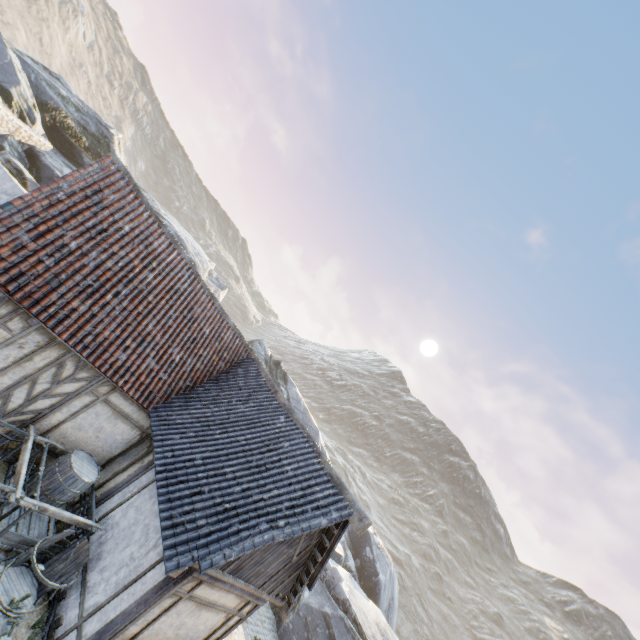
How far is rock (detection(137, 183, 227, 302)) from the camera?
26.30m

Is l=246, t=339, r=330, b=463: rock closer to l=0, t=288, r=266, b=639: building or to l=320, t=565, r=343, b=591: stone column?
l=320, t=565, r=343, b=591: stone column

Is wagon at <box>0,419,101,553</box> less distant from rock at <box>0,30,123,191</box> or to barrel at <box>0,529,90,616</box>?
barrel at <box>0,529,90,616</box>

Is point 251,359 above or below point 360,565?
above

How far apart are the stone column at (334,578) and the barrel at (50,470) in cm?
1402

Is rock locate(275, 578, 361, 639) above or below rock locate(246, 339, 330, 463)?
below

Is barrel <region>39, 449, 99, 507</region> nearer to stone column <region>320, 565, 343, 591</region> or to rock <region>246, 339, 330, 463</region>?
rock <region>246, 339, 330, 463</region>

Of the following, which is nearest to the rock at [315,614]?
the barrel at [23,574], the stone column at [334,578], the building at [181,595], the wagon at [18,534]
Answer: the stone column at [334,578]
